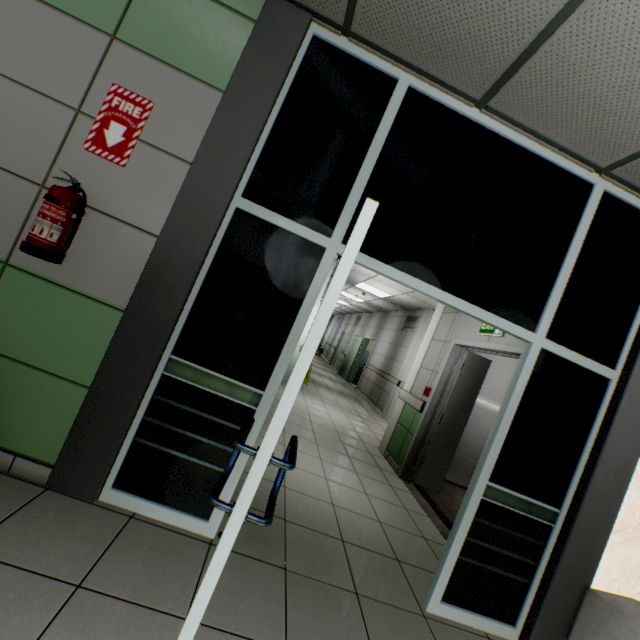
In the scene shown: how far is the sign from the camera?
1.93m

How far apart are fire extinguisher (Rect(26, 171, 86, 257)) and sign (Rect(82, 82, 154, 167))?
0.3m

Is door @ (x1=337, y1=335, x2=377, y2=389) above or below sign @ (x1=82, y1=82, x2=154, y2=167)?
below

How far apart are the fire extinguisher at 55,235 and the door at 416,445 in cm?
381

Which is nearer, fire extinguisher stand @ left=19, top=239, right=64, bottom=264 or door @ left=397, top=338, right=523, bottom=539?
fire extinguisher stand @ left=19, top=239, right=64, bottom=264

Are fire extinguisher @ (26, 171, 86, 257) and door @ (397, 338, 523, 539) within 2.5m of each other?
no

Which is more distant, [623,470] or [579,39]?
[623,470]

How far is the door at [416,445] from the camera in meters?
4.0 m
